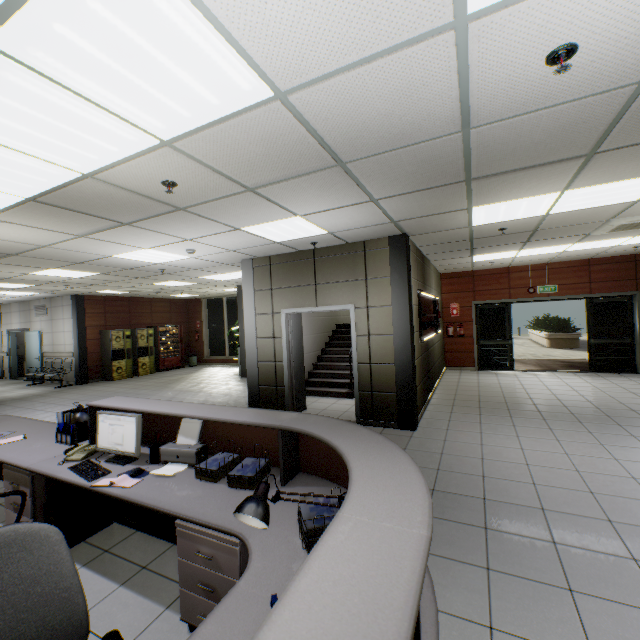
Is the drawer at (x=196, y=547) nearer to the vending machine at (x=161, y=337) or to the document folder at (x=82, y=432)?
the document folder at (x=82, y=432)

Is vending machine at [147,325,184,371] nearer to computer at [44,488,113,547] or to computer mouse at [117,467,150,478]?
computer at [44,488,113,547]

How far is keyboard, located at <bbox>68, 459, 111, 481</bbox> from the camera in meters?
2.5

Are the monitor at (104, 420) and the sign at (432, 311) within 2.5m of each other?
no

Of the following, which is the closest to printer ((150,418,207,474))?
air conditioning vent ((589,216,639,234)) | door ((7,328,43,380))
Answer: air conditioning vent ((589,216,639,234))

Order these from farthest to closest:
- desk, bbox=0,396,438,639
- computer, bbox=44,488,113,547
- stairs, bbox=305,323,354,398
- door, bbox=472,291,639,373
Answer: door, bbox=472,291,639,373 → stairs, bbox=305,323,354,398 → computer, bbox=44,488,113,547 → desk, bbox=0,396,438,639

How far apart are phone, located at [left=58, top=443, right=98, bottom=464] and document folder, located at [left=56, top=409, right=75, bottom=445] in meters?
0.3

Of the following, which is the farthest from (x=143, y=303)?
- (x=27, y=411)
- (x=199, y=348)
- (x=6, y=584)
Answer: (x=6, y=584)
